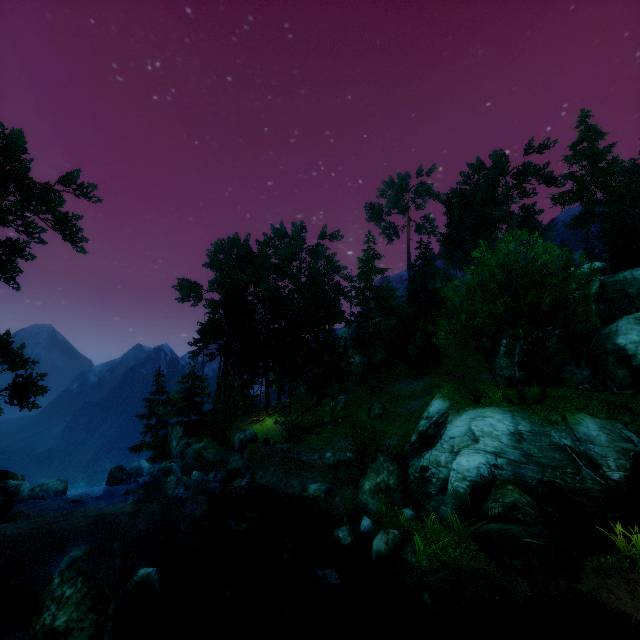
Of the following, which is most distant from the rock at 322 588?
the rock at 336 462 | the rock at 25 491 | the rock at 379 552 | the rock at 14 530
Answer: the rock at 25 491

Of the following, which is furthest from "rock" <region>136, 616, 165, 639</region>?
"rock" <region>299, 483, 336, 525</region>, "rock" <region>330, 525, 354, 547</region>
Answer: "rock" <region>299, 483, 336, 525</region>

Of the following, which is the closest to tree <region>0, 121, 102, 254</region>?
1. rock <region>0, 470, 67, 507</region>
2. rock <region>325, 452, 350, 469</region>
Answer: rock <region>0, 470, 67, 507</region>

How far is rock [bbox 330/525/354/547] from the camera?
13.1 meters

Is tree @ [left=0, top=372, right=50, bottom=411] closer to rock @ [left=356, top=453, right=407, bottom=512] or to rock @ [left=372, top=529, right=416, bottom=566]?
rock @ [left=356, top=453, right=407, bottom=512]

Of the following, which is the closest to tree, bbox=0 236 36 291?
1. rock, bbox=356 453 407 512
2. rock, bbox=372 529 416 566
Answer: rock, bbox=356 453 407 512

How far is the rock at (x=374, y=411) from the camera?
29.2m

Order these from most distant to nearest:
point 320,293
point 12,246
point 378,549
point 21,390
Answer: point 320,293 → point 12,246 → point 21,390 → point 378,549
